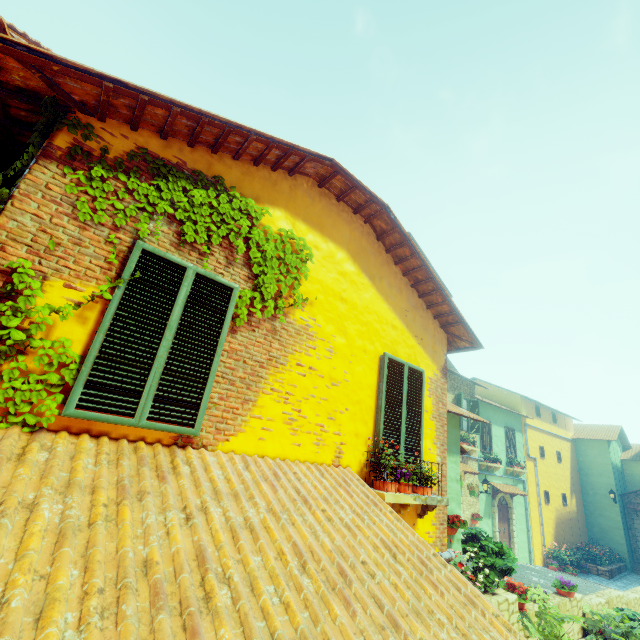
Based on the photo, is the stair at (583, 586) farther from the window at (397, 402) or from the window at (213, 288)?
the window at (213, 288)

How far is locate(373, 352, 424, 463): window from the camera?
4.9 meters

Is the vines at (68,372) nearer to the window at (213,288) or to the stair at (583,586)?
the window at (213,288)

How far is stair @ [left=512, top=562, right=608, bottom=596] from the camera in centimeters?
1075cm

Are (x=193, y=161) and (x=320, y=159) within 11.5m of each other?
yes

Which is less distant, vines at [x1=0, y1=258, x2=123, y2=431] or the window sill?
vines at [x1=0, y1=258, x2=123, y2=431]

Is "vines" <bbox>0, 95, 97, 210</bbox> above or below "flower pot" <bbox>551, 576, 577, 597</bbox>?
above

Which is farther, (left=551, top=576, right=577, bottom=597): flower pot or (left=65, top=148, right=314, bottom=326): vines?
(left=551, top=576, right=577, bottom=597): flower pot
